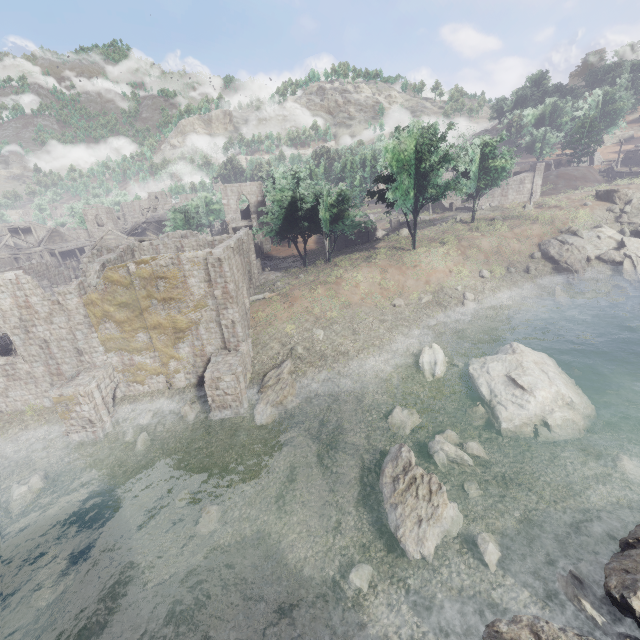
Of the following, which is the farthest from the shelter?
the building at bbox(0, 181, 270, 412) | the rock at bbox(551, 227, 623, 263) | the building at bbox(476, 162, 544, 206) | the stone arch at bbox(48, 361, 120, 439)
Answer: the stone arch at bbox(48, 361, 120, 439)

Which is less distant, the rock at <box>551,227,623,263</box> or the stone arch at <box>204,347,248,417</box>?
the stone arch at <box>204,347,248,417</box>

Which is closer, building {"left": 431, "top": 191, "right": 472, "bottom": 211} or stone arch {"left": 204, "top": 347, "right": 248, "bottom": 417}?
stone arch {"left": 204, "top": 347, "right": 248, "bottom": 417}

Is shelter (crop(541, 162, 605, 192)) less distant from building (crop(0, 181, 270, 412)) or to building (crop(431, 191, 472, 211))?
building (crop(431, 191, 472, 211))

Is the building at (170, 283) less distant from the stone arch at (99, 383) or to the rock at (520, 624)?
the stone arch at (99, 383)

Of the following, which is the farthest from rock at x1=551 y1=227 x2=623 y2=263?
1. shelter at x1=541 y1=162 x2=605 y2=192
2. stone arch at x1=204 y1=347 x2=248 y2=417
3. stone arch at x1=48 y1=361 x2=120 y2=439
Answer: stone arch at x1=48 y1=361 x2=120 y2=439

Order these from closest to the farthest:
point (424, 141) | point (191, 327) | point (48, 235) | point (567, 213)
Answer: point (191, 327), point (424, 141), point (567, 213), point (48, 235)

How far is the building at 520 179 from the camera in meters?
45.8
